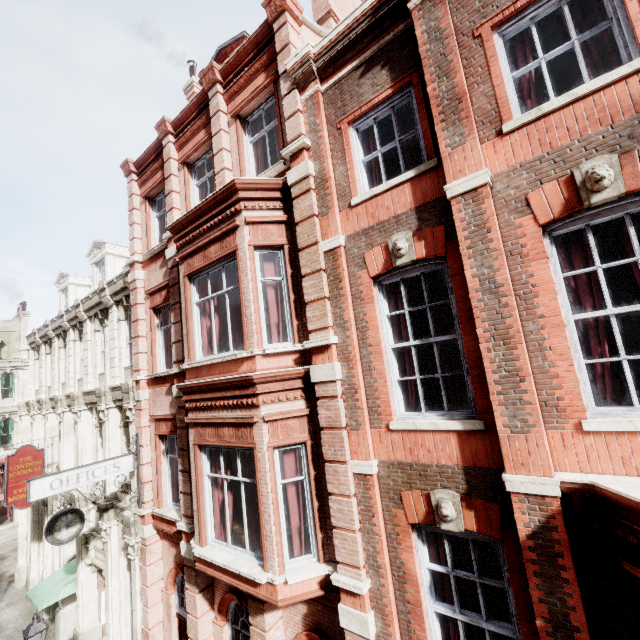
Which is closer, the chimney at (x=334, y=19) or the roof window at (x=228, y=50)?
the chimney at (x=334, y=19)

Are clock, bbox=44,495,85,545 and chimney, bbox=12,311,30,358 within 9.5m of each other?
no

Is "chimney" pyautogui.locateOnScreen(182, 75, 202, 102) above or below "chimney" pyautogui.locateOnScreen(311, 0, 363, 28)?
above

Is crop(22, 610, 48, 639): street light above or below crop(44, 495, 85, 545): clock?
below

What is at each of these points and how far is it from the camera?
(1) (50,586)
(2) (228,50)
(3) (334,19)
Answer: (1) awning, 12.8 meters
(2) roof window, 10.8 meters
(3) chimney, 8.8 meters

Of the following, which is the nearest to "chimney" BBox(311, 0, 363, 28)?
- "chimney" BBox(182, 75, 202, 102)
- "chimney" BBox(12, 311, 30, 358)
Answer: "chimney" BBox(182, 75, 202, 102)

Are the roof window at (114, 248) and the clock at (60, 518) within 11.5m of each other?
yes

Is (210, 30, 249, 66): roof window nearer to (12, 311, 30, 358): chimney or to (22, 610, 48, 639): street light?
(22, 610, 48, 639): street light
